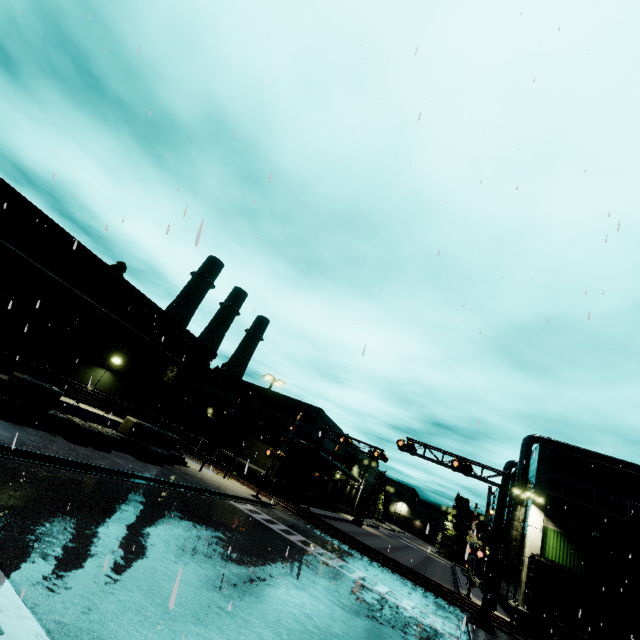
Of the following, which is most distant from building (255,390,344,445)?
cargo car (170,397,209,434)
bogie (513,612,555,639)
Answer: bogie (513,612,555,639)

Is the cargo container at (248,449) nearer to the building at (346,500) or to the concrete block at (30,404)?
the building at (346,500)

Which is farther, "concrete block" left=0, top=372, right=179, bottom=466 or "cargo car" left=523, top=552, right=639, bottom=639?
"cargo car" left=523, top=552, right=639, bottom=639

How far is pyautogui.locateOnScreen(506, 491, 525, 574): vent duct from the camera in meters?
28.5

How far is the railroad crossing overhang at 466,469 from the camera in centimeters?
2159cm

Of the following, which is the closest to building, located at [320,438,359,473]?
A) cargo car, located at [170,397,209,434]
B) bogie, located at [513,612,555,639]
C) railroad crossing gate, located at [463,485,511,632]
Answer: cargo car, located at [170,397,209,434]

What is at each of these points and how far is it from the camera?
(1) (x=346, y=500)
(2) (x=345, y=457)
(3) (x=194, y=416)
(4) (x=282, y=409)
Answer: (1) building, 59.3m
(2) building, 54.3m
(3) cargo car, 41.7m
(4) building, 43.0m

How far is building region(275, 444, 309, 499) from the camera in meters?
37.3 m
